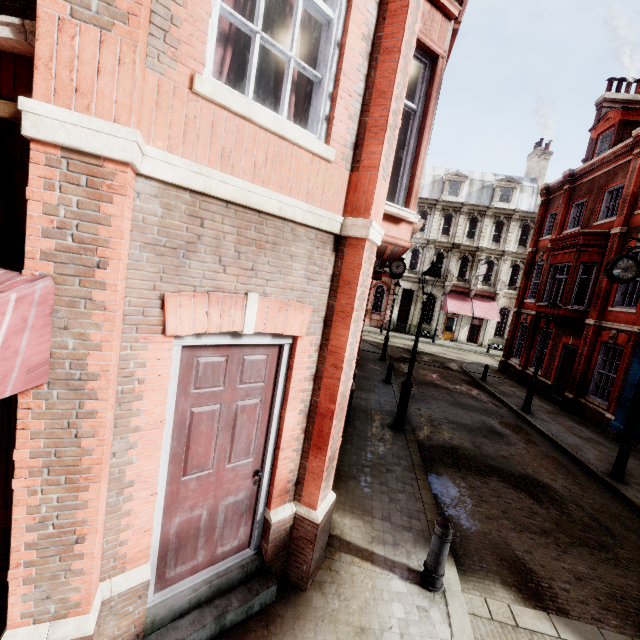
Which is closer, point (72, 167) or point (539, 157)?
point (72, 167)

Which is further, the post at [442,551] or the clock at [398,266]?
the clock at [398,266]

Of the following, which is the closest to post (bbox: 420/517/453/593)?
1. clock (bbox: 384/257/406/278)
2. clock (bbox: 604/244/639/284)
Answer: clock (bbox: 604/244/639/284)

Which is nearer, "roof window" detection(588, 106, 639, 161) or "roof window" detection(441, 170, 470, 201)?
"roof window" detection(588, 106, 639, 161)

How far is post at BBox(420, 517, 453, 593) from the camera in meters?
4.2

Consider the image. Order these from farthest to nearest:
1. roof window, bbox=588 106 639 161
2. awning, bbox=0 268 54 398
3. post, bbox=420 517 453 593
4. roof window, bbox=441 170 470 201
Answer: roof window, bbox=441 170 470 201 → roof window, bbox=588 106 639 161 → post, bbox=420 517 453 593 → awning, bbox=0 268 54 398

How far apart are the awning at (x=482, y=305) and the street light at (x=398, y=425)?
24.0m

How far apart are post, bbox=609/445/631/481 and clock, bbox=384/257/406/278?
13.7 meters
